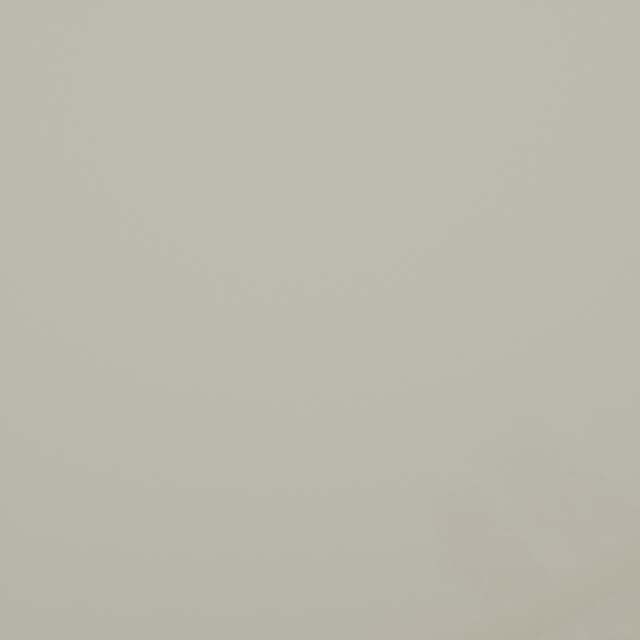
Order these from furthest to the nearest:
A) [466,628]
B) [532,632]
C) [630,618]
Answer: [466,628], [532,632], [630,618]
